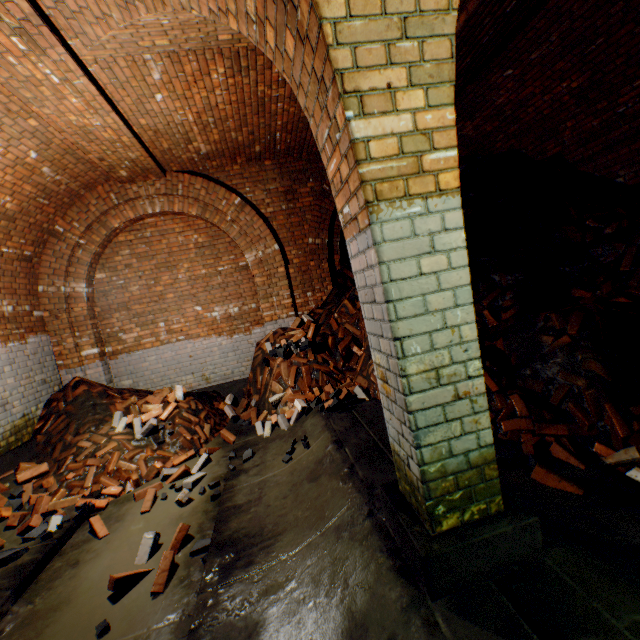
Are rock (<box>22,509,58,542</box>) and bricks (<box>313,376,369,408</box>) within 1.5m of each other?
no

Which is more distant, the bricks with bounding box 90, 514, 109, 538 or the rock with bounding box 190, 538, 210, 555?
the bricks with bounding box 90, 514, 109, 538

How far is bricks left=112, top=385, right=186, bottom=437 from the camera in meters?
4.9

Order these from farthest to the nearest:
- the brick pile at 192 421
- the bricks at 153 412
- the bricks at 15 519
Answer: the bricks at 153 412 < the brick pile at 192 421 < the bricks at 15 519

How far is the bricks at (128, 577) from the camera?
2.54m

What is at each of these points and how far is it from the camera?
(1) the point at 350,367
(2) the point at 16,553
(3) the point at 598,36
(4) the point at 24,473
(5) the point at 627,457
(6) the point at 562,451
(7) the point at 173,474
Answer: (1) brick pile, 5.4m
(2) rock, 3.0m
(3) building tunnel, 3.9m
(4) bricks, 4.2m
(5) bricks, 2.7m
(6) bricks, 2.9m
(7) bricks, 4.3m

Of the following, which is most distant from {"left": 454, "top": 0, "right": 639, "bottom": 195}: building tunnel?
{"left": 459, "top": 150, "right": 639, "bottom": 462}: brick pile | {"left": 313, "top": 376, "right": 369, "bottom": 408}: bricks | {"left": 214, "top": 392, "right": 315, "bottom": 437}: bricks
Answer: {"left": 214, "top": 392, "right": 315, "bottom": 437}: bricks

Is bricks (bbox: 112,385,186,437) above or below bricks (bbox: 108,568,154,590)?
above
